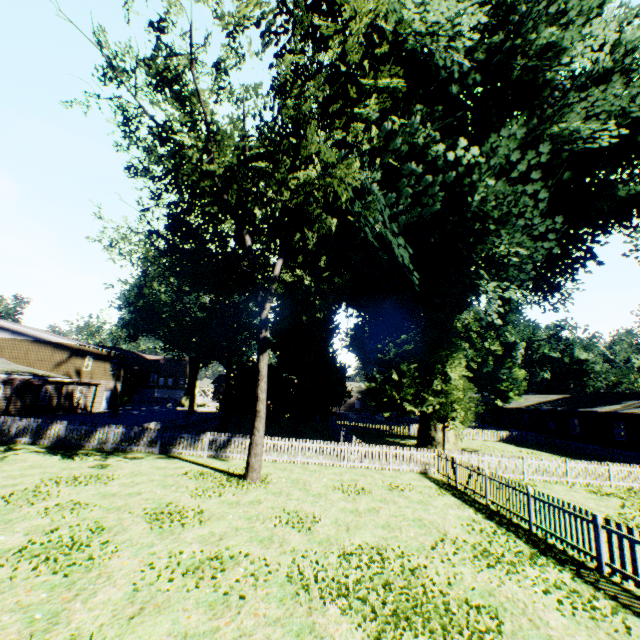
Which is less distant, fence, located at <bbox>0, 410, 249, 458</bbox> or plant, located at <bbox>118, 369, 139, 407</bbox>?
fence, located at <bbox>0, 410, 249, 458</bbox>

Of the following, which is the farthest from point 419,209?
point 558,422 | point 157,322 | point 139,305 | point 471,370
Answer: point 471,370

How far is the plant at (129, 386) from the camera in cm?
4447

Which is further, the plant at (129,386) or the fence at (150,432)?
the plant at (129,386)

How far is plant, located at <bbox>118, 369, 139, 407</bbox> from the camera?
44.5 meters

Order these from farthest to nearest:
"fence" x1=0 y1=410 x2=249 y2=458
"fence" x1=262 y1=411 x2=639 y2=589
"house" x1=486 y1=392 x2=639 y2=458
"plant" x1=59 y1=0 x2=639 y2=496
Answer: "house" x1=486 y1=392 x2=639 y2=458 → "fence" x1=0 y1=410 x2=249 y2=458 → "plant" x1=59 y1=0 x2=639 y2=496 → "fence" x1=262 y1=411 x2=639 y2=589
